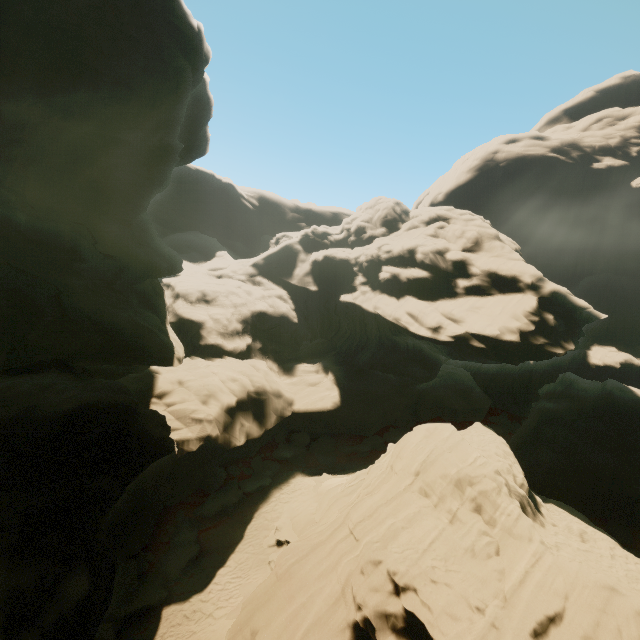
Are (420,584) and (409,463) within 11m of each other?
yes
